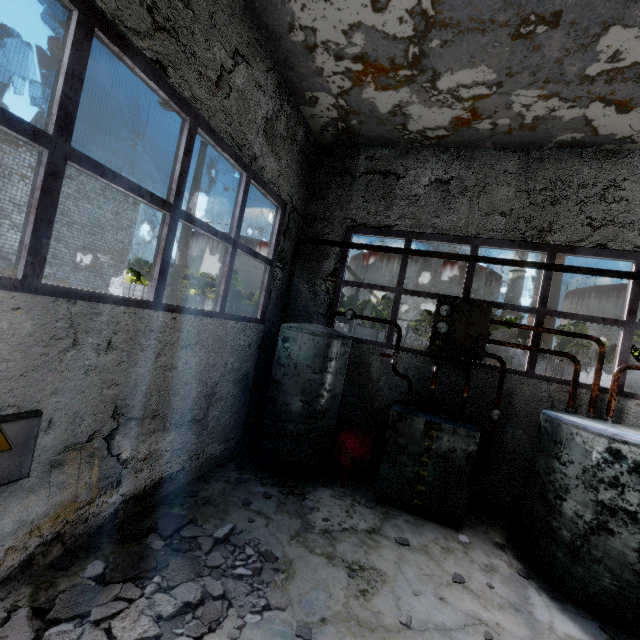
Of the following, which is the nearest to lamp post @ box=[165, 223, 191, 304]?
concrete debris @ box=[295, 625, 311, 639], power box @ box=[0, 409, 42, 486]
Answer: power box @ box=[0, 409, 42, 486]

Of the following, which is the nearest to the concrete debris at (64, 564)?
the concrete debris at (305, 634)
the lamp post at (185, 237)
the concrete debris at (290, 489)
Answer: the concrete debris at (305, 634)

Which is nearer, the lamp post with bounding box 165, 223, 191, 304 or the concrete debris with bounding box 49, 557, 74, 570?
the concrete debris with bounding box 49, 557, 74, 570

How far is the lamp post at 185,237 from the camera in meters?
11.3

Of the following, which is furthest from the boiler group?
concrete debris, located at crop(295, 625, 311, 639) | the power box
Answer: the power box

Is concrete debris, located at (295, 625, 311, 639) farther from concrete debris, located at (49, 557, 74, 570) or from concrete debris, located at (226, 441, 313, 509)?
concrete debris, located at (226, 441, 313, 509)

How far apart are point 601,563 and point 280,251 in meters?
6.6 m

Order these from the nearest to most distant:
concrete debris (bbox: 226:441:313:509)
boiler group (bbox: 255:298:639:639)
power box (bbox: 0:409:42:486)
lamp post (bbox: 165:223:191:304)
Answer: power box (bbox: 0:409:42:486)
boiler group (bbox: 255:298:639:639)
concrete debris (bbox: 226:441:313:509)
lamp post (bbox: 165:223:191:304)
